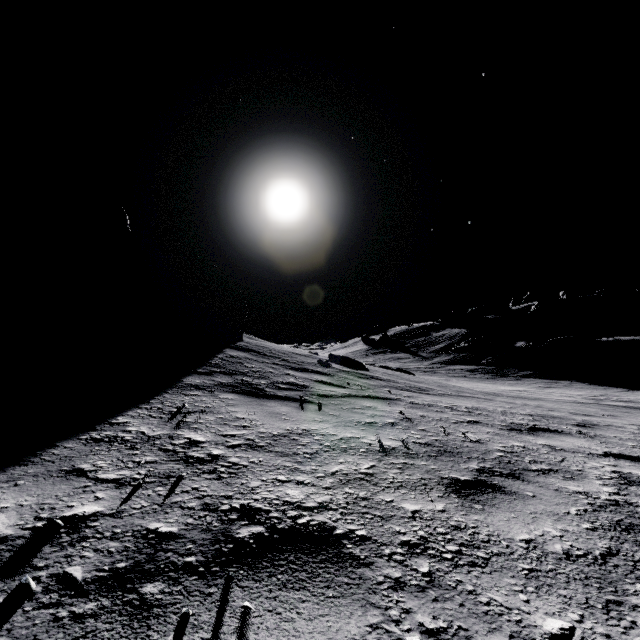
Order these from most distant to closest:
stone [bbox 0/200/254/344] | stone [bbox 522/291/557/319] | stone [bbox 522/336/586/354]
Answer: stone [bbox 522/291/557/319] < stone [bbox 522/336/586/354] < stone [bbox 0/200/254/344]

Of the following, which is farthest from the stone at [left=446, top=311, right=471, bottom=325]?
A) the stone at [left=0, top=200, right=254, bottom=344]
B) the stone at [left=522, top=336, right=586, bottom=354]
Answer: the stone at [left=0, top=200, right=254, bottom=344]

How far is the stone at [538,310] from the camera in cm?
4700

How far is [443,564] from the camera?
Answer: 1.3 meters

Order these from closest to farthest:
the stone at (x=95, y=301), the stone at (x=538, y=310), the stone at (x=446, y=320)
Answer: the stone at (x=95, y=301), the stone at (x=538, y=310), the stone at (x=446, y=320)

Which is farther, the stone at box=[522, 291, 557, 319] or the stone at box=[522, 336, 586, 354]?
the stone at box=[522, 291, 557, 319]

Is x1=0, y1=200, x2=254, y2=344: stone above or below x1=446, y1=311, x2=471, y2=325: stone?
below

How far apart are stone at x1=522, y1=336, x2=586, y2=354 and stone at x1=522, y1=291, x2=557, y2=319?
13.9 meters
